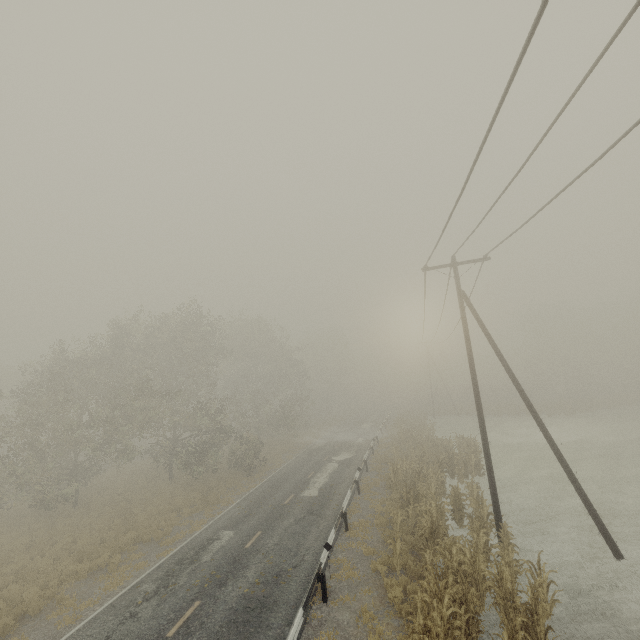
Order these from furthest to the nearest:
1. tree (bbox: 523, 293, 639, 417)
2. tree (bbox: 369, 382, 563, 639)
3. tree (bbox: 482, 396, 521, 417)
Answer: tree (bbox: 482, 396, 521, 417)
tree (bbox: 523, 293, 639, 417)
tree (bbox: 369, 382, 563, 639)

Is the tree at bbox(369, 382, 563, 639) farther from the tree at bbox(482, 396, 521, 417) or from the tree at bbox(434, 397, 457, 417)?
the tree at bbox(482, 396, 521, 417)

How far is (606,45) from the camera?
4.3m

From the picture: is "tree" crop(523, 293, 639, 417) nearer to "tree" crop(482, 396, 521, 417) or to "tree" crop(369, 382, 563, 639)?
"tree" crop(482, 396, 521, 417)

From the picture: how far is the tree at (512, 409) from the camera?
44.91m

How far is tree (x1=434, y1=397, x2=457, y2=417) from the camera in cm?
5133

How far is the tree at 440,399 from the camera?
51.3m

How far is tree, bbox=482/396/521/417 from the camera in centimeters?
4491cm
